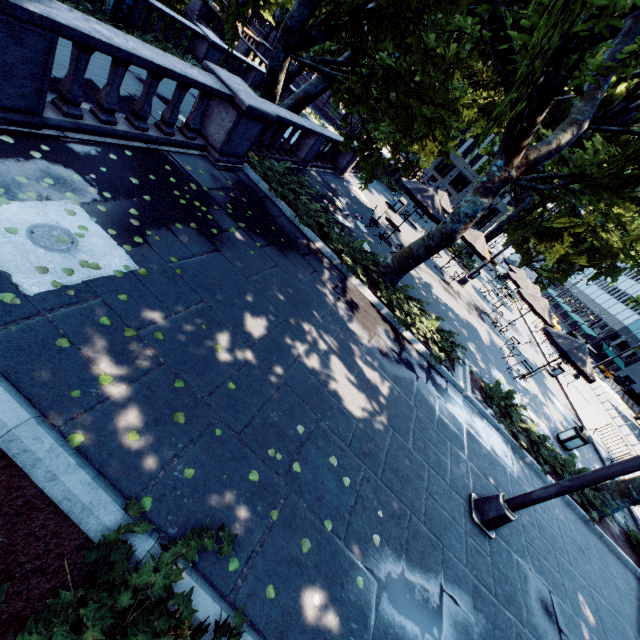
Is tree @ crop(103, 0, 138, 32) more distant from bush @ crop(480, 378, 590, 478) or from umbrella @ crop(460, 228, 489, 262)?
umbrella @ crop(460, 228, 489, 262)

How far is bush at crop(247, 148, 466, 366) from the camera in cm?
930

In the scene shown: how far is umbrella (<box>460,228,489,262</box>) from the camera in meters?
16.9

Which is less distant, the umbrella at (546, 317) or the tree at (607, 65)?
the tree at (607, 65)

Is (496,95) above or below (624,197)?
above

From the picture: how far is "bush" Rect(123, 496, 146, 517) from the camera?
2.6 meters

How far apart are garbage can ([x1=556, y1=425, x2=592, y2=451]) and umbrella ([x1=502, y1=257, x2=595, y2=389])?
6.6 meters

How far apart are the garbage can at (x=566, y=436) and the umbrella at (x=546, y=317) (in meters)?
6.64
